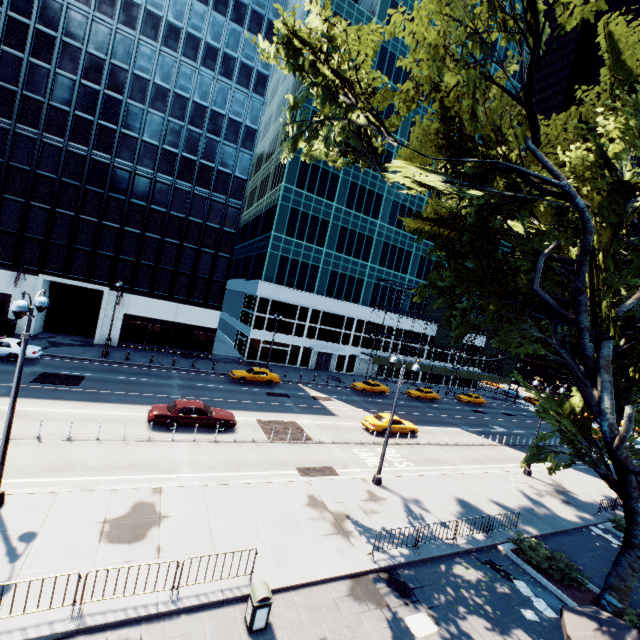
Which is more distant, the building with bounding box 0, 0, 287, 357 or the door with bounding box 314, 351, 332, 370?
the door with bounding box 314, 351, 332, 370

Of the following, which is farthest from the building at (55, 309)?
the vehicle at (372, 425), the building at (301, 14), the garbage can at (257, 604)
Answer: the garbage can at (257, 604)

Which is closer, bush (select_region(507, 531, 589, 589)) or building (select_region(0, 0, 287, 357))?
bush (select_region(507, 531, 589, 589))

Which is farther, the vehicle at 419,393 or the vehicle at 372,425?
the vehicle at 419,393

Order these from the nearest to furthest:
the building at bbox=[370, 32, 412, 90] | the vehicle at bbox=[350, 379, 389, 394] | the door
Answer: the vehicle at bbox=[350, 379, 389, 394], the building at bbox=[370, 32, 412, 90], the door

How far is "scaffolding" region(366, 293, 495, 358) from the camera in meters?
50.2

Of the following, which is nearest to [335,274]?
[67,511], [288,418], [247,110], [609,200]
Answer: [247,110]

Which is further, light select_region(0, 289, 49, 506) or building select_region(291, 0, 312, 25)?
building select_region(291, 0, 312, 25)
